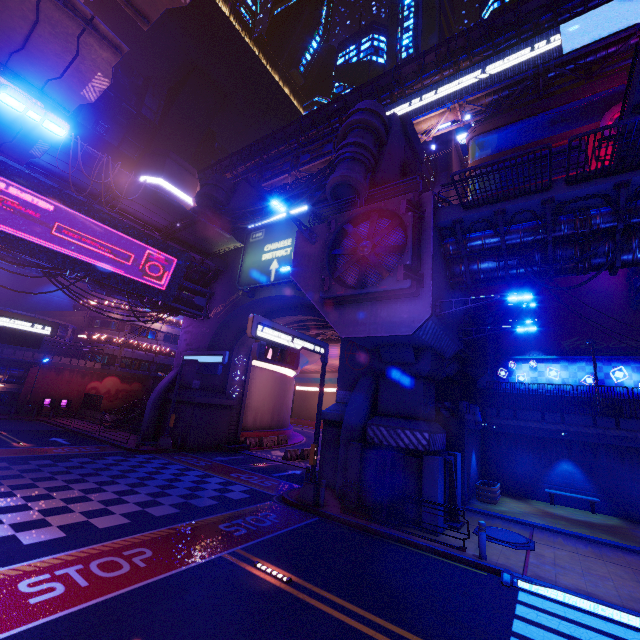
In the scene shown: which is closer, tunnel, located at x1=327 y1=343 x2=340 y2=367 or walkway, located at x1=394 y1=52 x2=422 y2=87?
walkway, located at x1=394 y1=52 x2=422 y2=87

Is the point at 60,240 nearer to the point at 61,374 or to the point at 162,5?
the point at 162,5

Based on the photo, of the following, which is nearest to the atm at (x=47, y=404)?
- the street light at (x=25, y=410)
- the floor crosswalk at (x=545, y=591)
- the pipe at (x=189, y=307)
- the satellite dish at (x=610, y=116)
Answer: the street light at (x=25, y=410)

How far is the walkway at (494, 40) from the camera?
35.3m

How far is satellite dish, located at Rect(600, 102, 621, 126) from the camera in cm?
2773

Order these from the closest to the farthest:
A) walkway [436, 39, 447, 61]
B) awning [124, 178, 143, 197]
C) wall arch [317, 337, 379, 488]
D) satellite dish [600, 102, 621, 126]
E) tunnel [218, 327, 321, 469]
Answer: wall arch [317, 337, 379, 488]
awning [124, 178, 143, 197]
satellite dish [600, 102, 621, 126]
tunnel [218, 327, 321, 469]
walkway [436, 39, 447, 61]

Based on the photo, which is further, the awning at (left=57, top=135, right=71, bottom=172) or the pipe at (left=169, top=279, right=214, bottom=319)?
the pipe at (left=169, top=279, right=214, bottom=319)

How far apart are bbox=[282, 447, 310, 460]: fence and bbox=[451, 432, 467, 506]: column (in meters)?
12.76
